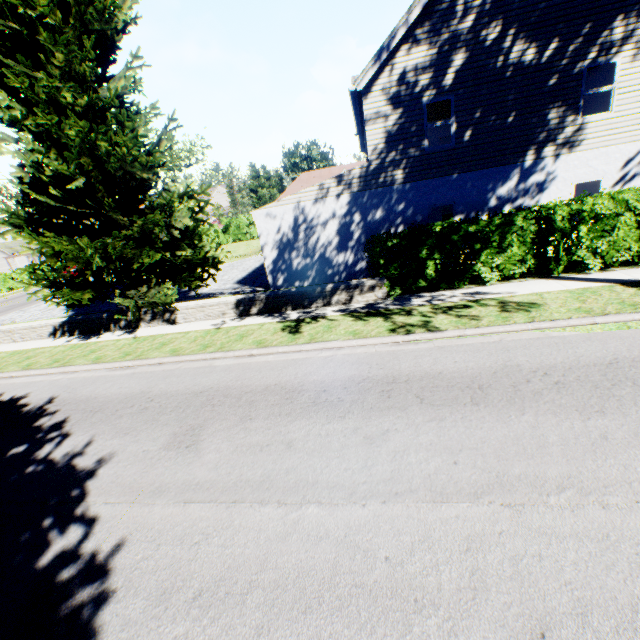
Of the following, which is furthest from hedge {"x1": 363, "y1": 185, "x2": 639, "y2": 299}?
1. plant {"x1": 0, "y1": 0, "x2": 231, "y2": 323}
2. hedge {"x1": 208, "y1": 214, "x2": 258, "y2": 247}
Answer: plant {"x1": 0, "y1": 0, "x2": 231, "y2": 323}

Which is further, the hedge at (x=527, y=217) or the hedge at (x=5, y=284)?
the hedge at (x=5, y=284)

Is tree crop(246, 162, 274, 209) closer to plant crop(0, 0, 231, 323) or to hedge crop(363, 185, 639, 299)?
plant crop(0, 0, 231, 323)

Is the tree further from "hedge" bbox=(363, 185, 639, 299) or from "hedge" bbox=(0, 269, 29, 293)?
"hedge" bbox=(363, 185, 639, 299)

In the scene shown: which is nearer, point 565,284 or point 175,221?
point 565,284

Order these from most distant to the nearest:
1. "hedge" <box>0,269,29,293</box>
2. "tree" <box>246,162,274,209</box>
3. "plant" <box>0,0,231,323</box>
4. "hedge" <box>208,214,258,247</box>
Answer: "tree" <box>246,162,274,209</box> → "hedge" <box>208,214,258,247</box> → "hedge" <box>0,269,29,293</box> → "plant" <box>0,0,231,323</box>

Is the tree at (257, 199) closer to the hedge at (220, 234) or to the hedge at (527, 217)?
the hedge at (220, 234)
